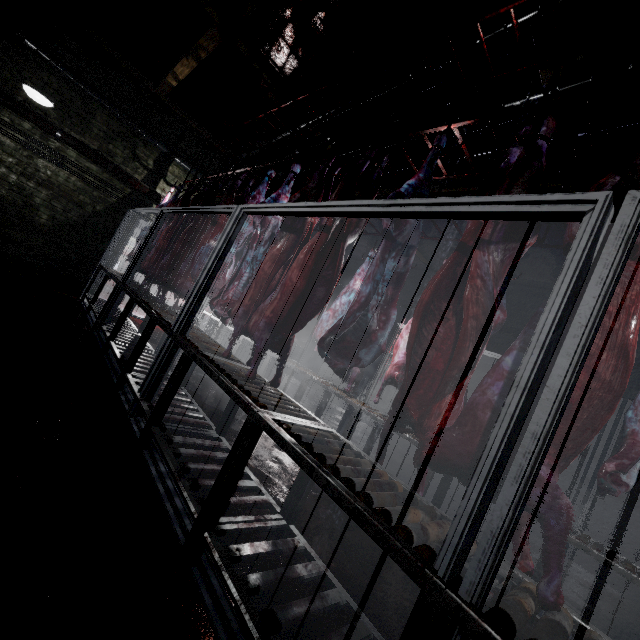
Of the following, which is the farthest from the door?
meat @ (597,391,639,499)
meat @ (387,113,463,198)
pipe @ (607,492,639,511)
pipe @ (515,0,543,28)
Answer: meat @ (597,391,639,499)

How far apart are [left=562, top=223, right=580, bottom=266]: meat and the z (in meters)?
5.24

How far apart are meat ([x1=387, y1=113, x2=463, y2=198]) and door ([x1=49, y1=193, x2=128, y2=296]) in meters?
6.2 m

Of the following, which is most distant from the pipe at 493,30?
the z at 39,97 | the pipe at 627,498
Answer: the z at 39,97

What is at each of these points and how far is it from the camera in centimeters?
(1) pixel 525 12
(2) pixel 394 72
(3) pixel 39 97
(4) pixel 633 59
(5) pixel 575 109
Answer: (1) pipe, 238cm
(2) pipe, 337cm
(3) z, 395cm
(4) pipe, 242cm
(5) pipe, 289cm

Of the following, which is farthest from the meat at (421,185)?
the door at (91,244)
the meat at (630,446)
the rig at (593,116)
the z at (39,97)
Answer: the door at (91,244)

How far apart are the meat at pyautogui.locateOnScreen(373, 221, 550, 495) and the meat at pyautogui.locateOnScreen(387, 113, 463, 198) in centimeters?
23cm

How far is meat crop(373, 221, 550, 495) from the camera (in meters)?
1.19
